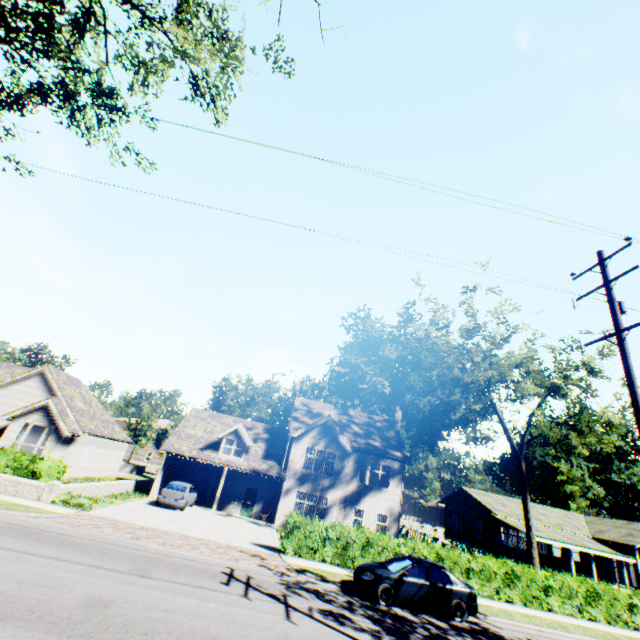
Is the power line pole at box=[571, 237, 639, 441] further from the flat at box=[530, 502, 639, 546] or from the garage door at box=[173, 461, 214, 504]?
the flat at box=[530, 502, 639, 546]

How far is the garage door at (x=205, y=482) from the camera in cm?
2758

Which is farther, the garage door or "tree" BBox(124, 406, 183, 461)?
"tree" BBox(124, 406, 183, 461)

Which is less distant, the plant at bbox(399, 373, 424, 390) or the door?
the door

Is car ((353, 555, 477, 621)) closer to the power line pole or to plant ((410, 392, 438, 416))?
the power line pole

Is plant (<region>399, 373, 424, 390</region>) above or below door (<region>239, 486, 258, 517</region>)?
above

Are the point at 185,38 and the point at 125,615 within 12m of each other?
no

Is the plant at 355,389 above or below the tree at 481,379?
above
